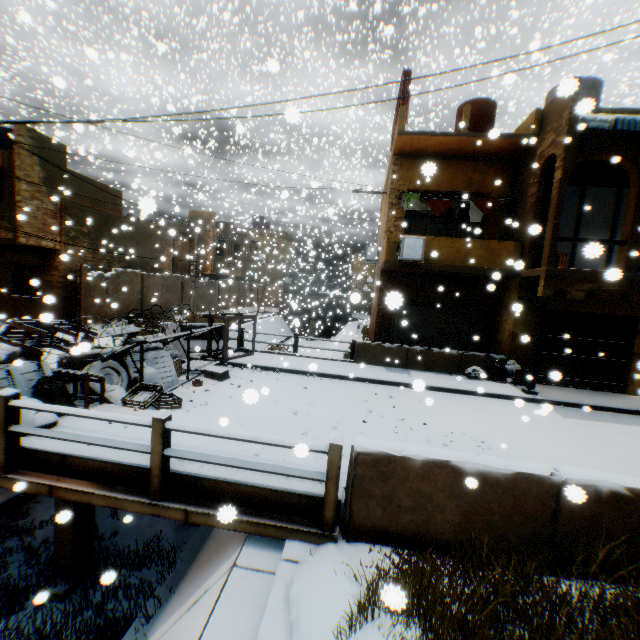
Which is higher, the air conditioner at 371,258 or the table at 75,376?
the air conditioner at 371,258

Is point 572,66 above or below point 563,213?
above

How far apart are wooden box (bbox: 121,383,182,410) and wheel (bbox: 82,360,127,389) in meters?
0.7

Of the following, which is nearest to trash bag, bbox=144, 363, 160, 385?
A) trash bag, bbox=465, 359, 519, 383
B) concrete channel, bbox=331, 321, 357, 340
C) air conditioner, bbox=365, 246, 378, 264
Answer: concrete channel, bbox=331, 321, 357, 340

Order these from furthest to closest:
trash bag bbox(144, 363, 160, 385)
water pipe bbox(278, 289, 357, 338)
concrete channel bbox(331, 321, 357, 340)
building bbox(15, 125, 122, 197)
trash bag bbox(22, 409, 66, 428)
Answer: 1. water pipe bbox(278, 289, 357, 338)
2. concrete channel bbox(331, 321, 357, 340)
3. building bbox(15, 125, 122, 197)
4. trash bag bbox(144, 363, 160, 385)
5. trash bag bbox(22, 409, 66, 428)

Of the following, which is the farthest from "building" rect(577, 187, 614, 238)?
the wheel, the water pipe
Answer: the wheel

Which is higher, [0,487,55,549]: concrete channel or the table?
the table

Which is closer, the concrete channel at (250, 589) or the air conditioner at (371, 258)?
the concrete channel at (250, 589)
